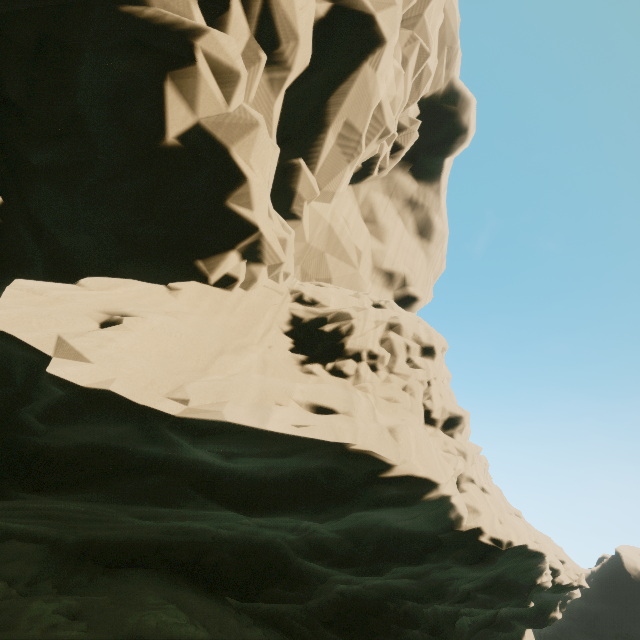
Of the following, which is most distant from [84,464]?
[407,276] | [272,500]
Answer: [407,276]
